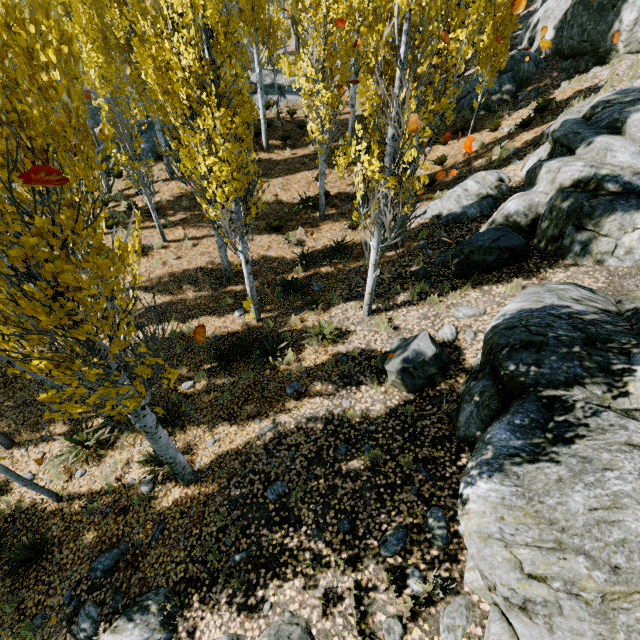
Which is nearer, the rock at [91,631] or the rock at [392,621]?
the rock at [392,621]

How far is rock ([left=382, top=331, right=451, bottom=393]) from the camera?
6.4 meters

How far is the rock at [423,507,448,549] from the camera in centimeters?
446cm

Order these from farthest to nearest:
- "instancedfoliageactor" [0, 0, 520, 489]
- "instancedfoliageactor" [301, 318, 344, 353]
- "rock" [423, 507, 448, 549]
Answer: "instancedfoliageactor" [301, 318, 344, 353] → "rock" [423, 507, 448, 549] → "instancedfoliageactor" [0, 0, 520, 489]

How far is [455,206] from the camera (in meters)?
11.49

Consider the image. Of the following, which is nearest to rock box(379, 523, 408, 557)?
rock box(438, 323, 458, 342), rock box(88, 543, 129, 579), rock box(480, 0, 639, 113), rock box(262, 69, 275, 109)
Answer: rock box(480, 0, 639, 113)

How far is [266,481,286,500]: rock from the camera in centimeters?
589cm

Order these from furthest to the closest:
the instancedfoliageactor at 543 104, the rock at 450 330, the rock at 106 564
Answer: the instancedfoliageactor at 543 104 < the rock at 450 330 < the rock at 106 564
